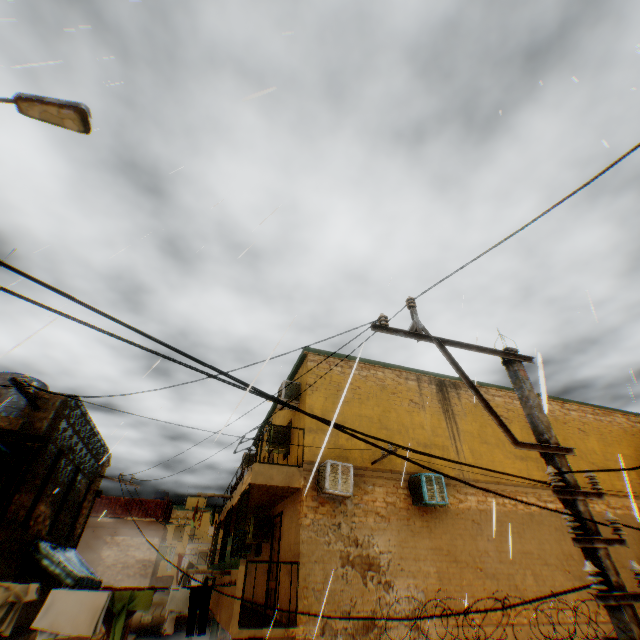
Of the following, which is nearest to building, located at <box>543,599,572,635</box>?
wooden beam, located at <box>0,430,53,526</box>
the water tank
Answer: wooden beam, located at <box>0,430,53,526</box>

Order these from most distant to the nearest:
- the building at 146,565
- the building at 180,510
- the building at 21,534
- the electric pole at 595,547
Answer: the building at 180,510 → the building at 146,565 → the building at 21,534 → the electric pole at 595,547

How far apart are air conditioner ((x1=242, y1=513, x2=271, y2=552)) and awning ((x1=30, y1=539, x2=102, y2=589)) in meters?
4.2 m

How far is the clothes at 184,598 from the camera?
7.0m

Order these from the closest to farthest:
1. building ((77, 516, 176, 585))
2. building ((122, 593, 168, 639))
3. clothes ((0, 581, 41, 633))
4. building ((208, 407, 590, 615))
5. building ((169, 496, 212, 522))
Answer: clothes ((0, 581, 41, 633)) → building ((208, 407, 590, 615)) → building ((122, 593, 168, 639)) → building ((77, 516, 176, 585)) → building ((169, 496, 212, 522))

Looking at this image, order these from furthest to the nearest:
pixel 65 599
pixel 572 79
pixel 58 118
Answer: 1. pixel 572 79
2. pixel 65 599
3. pixel 58 118

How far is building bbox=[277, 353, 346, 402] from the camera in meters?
11.4

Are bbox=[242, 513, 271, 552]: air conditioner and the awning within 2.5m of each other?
no
